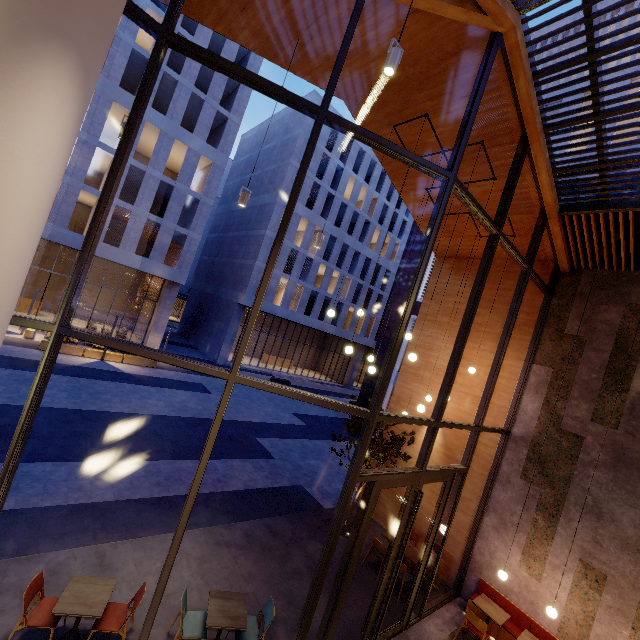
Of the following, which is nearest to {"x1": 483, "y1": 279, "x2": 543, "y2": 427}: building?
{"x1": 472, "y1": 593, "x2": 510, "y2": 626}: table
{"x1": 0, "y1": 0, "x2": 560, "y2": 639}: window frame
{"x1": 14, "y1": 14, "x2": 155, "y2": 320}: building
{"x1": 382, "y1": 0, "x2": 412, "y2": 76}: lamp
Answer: {"x1": 0, "y1": 0, "x2": 560, "y2": 639}: window frame

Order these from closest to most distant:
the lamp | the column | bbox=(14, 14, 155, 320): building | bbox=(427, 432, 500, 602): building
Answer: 1. the column
2. the lamp
3. bbox=(427, 432, 500, 602): building
4. bbox=(14, 14, 155, 320): building

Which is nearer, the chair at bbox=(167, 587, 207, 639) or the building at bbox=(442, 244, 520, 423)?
the chair at bbox=(167, 587, 207, 639)

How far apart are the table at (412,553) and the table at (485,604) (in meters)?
1.14

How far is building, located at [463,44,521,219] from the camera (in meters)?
6.08

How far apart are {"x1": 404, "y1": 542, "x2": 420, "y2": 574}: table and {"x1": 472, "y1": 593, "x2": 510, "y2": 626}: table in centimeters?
114cm

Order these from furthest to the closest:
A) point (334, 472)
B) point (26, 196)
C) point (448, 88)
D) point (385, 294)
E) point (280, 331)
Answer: point (280, 331) < point (385, 294) < point (334, 472) < point (448, 88) < point (26, 196)

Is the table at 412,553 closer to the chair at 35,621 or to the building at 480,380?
the building at 480,380
